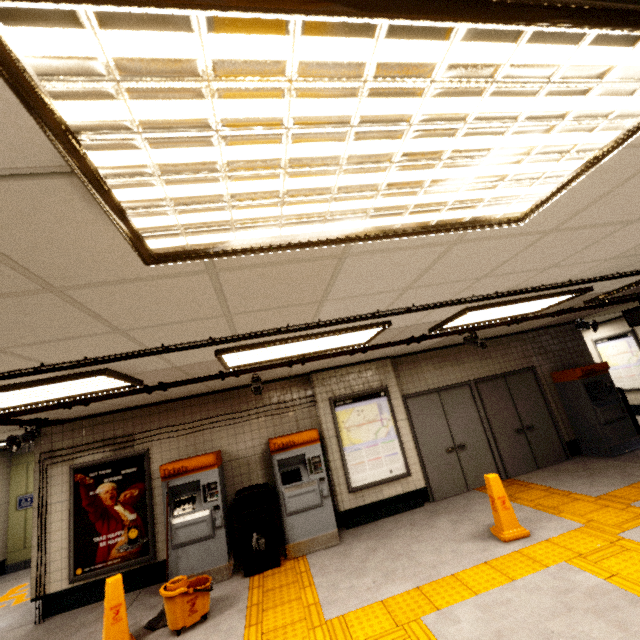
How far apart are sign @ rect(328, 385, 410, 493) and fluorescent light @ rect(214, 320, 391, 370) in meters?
2.2

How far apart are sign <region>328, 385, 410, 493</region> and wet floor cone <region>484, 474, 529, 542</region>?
1.78m

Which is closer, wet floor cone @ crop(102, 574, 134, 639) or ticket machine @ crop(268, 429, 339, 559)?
wet floor cone @ crop(102, 574, 134, 639)

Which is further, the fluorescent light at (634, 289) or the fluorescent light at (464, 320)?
the fluorescent light at (634, 289)

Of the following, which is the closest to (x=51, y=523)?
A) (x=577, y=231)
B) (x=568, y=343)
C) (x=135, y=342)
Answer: (x=135, y=342)

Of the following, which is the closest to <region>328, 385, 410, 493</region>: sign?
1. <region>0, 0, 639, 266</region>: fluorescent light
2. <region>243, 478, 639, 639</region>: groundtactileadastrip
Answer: <region>243, 478, 639, 639</region>: groundtactileadastrip

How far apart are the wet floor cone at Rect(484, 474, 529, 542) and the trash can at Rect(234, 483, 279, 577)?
3.27m

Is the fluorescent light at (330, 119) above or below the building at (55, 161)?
below
